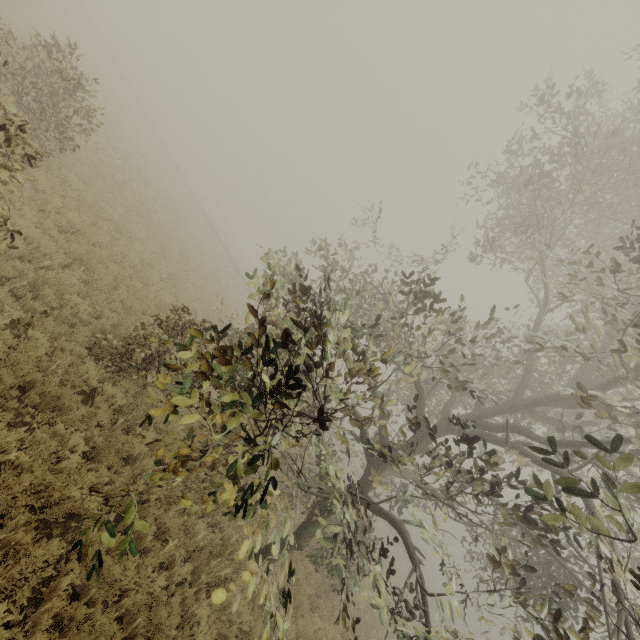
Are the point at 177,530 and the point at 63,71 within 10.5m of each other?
no
